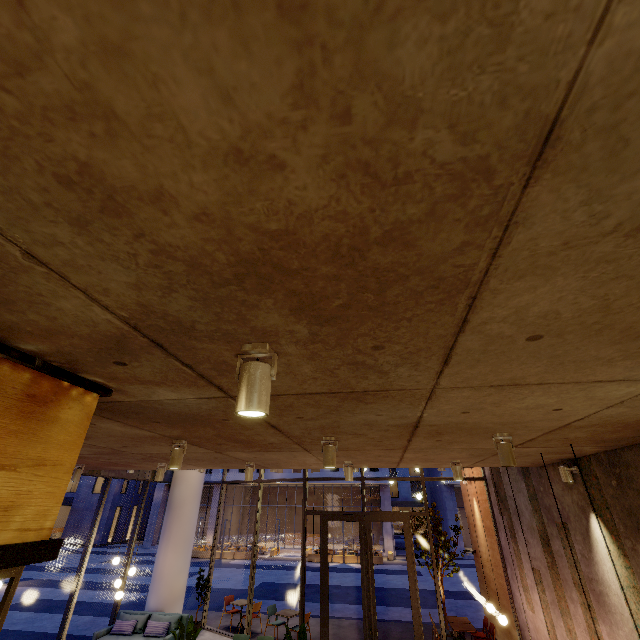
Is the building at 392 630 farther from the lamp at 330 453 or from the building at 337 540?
the building at 337 540

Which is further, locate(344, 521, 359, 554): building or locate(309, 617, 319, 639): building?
locate(344, 521, 359, 554): building

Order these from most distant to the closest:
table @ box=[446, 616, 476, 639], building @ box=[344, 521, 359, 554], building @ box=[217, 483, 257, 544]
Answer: building @ box=[217, 483, 257, 544] < building @ box=[344, 521, 359, 554] < table @ box=[446, 616, 476, 639]

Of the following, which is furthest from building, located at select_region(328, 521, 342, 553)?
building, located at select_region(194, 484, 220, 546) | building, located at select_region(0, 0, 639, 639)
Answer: building, located at select_region(0, 0, 639, 639)

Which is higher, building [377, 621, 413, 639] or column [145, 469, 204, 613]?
column [145, 469, 204, 613]

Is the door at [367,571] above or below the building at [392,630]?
above

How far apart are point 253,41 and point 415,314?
1.07m
